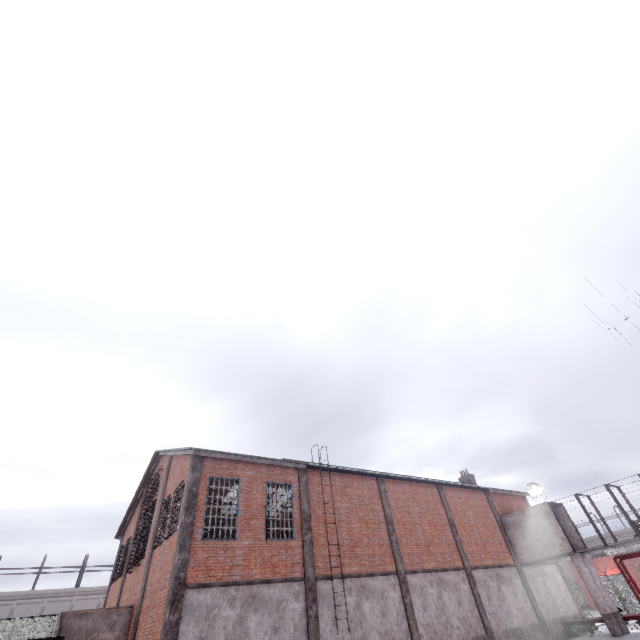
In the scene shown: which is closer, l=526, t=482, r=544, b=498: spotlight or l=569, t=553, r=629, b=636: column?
l=569, t=553, r=629, b=636: column

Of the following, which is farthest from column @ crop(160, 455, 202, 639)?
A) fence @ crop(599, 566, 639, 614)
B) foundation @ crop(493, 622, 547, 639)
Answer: fence @ crop(599, 566, 639, 614)

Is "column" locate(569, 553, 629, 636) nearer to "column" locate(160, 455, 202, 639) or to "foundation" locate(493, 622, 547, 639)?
"foundation" locate(493, 622, 547, 639)

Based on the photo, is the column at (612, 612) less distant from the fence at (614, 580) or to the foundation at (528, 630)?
the foundation at (528, 630)

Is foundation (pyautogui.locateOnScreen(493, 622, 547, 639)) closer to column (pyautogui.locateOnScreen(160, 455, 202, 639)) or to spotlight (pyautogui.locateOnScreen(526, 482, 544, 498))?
spotlight (pyautogui.locateOnScreen(526, 482, 544, 498))

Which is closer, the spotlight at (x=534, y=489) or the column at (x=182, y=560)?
the column at (x=182, y=560)

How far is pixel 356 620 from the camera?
14.9 meters

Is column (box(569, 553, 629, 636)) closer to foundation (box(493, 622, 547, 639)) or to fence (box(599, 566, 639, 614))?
foundation (box(493, 622, 547, 639))
